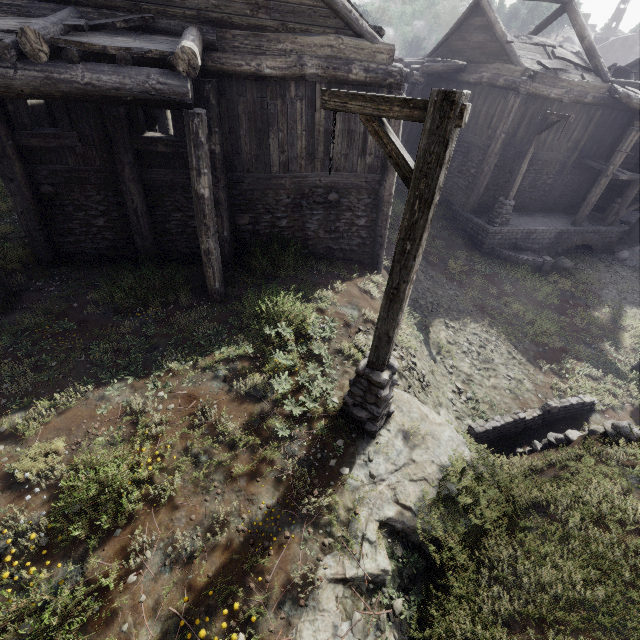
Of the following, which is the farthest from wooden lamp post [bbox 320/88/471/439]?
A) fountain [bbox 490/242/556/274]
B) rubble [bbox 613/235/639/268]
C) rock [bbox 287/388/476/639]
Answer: rubble [bbox 613/235/639/268]

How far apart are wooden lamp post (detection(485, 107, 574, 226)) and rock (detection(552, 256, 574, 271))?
2.95m

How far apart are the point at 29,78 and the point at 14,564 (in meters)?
6.98

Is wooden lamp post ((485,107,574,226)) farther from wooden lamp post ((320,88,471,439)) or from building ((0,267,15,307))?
wooden lamp post ((320,88,471,439))

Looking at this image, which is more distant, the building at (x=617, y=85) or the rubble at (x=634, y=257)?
the rubble at (x=634, y=257)

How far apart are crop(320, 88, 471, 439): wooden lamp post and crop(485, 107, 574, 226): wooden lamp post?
13.0m

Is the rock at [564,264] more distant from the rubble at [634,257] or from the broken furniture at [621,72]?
the broken furniture at [621,72]

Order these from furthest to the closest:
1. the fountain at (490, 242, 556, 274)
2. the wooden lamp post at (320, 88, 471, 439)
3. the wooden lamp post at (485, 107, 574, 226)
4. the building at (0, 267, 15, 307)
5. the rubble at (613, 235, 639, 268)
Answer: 1. the rubble at (613, 235, 639, 268)
2. the fountain at (490, 242, 556, 274)
3. the wooden lamp post at (485, 107, 574, 226)
4. the building at (0, 267, 15, 307)
5. the wooden lamp post at (320, 88, 471, 439)
